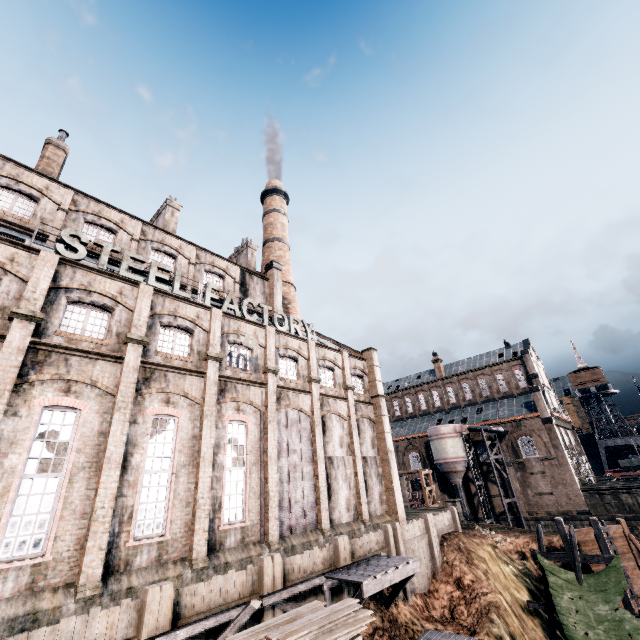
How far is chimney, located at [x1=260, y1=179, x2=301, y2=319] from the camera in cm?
3875

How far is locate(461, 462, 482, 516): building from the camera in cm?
4734

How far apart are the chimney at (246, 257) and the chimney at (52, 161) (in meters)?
16.80

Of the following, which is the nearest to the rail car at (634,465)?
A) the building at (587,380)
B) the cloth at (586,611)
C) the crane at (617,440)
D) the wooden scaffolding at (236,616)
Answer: the crane at (617,440)

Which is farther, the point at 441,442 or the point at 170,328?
the point at 441,442

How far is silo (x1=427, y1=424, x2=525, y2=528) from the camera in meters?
43.7

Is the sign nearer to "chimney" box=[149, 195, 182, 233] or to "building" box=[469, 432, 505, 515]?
"chimney" box=[149, 195, 182, 233]

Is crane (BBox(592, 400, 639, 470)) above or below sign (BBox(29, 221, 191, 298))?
below
